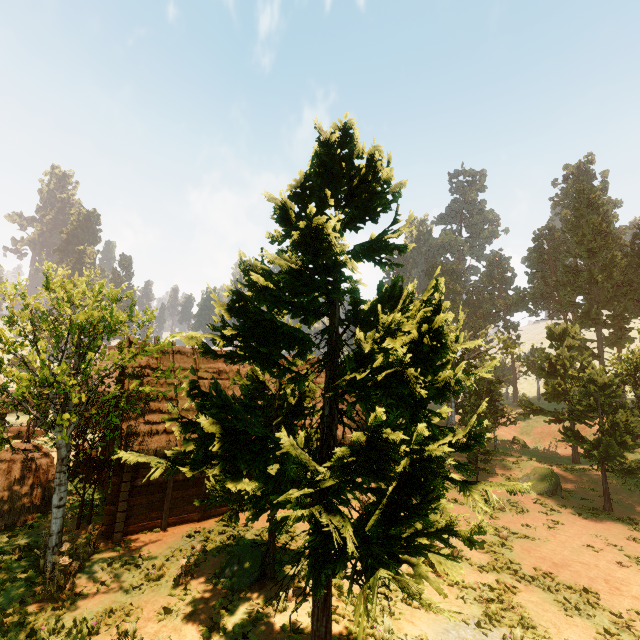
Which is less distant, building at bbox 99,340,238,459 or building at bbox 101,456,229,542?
building at bbox 101,456,229,542

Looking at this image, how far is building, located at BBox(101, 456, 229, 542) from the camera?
12.6 meters

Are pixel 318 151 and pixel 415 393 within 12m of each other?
yes

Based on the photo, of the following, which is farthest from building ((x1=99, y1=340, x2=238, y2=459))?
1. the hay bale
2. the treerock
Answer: the hay bale

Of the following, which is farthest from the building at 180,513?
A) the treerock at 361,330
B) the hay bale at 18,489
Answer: the hay bale at 18,489

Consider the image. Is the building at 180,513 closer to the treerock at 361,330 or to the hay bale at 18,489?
the treerock at 361,330

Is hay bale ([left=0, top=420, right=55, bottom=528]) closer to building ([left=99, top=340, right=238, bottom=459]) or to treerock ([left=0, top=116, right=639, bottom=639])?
treerock ([left=0, top=116, right=639, bottom=639])
